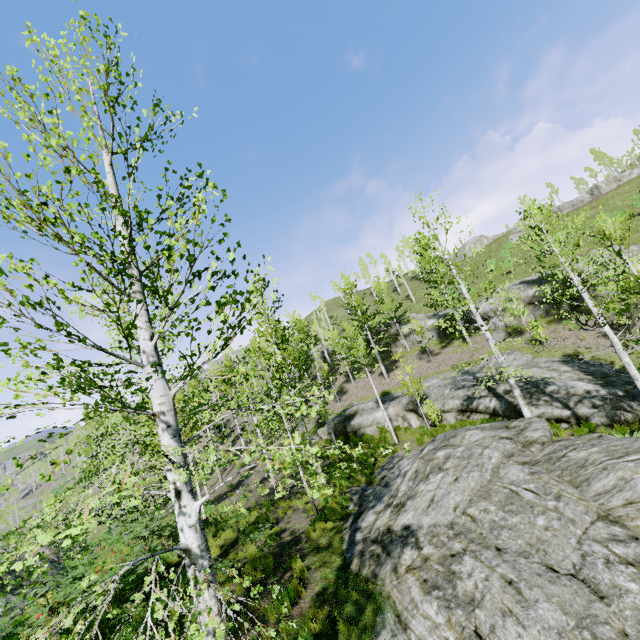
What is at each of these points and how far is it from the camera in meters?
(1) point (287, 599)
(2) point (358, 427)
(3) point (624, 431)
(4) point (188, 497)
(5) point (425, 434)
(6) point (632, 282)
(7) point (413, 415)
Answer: (1) instancedfoliageactor, 7.2 m
(2) rock, 23.9 m
(3) instancedfoliageactor, 11.9 m
(4) instancedfoliageactor, 4.1 m
(5) instancedfoliageactor, 18.8 m
(6) instancedfoliageactor, 9.0 m
(7) rock, 21.6 m

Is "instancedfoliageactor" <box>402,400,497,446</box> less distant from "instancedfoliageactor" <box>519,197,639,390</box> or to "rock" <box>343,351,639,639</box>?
"instancedfoliageactor" <box>519,197,639,390</box>

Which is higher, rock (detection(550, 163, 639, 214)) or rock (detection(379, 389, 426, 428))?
rock (detection(550, 163, 639, 214))

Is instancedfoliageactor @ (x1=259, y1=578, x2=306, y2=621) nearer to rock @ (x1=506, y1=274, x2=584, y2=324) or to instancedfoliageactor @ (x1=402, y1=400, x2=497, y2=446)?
instancedfoliageactor @ (x1=402, y1=400, x2=497, y2=446)

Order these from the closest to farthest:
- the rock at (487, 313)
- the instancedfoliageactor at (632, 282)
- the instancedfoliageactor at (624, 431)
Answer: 1. the instancedfoliageactor at (632, 282)
2. the instancedfoliageactor at (624, 431)
3. the rock at (487, 313)

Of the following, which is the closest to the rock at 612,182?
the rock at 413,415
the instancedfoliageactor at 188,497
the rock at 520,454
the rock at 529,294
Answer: the rock at 529,294

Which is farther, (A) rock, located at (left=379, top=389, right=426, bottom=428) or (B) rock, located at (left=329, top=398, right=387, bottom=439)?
(B) rock, located at (left=329, top=398, right=387, bottom=439)

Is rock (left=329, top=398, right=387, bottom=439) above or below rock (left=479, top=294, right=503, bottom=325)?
below
